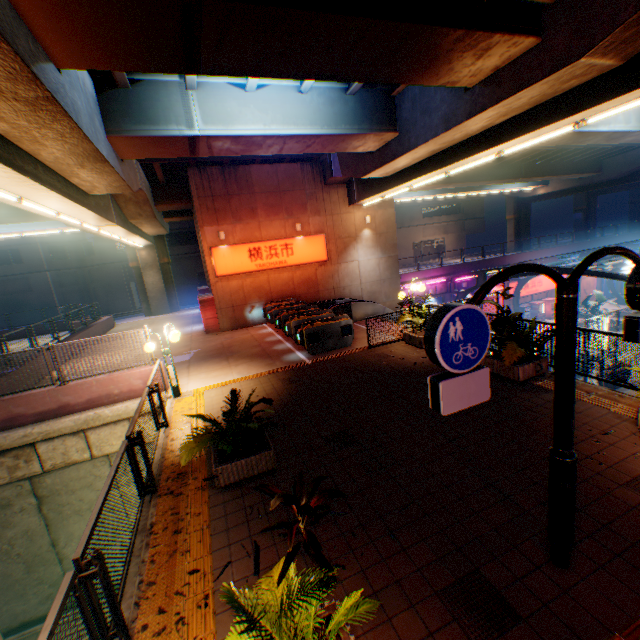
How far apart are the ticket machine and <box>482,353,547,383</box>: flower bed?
6.6m

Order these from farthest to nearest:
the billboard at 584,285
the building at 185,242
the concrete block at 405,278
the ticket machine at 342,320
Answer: the building at 185,242, the billboard at 584,285, the concrete block at 405,278, the ticket machine at 342,320

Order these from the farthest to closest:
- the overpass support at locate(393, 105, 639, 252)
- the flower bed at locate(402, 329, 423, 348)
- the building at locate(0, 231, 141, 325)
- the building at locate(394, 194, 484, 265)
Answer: the building at locate(394, 194, 484, 265), the building at locate(0, 231, 141, 325), the overpass support at locate(393, 105, 639, 252), the flower bed at locate(402, 329, 423, 348)

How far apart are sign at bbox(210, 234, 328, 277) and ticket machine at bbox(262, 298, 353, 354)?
5.7 meters

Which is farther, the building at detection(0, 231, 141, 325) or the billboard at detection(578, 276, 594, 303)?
the billboard at detection(578, 276, 594, 303)

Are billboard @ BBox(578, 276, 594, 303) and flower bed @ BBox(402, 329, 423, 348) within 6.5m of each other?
no

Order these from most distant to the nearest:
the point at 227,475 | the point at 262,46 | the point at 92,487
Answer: the point at 92,487 < the point at 262,46 < the point at 227,475

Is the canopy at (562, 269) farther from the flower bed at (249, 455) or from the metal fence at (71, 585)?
the flower bed at (249, 455)
